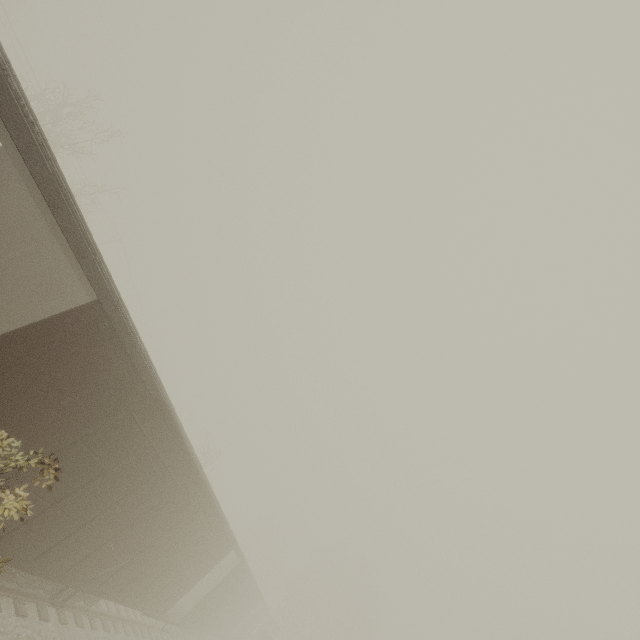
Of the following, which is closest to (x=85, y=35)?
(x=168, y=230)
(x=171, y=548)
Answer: (x=168, y=230)
